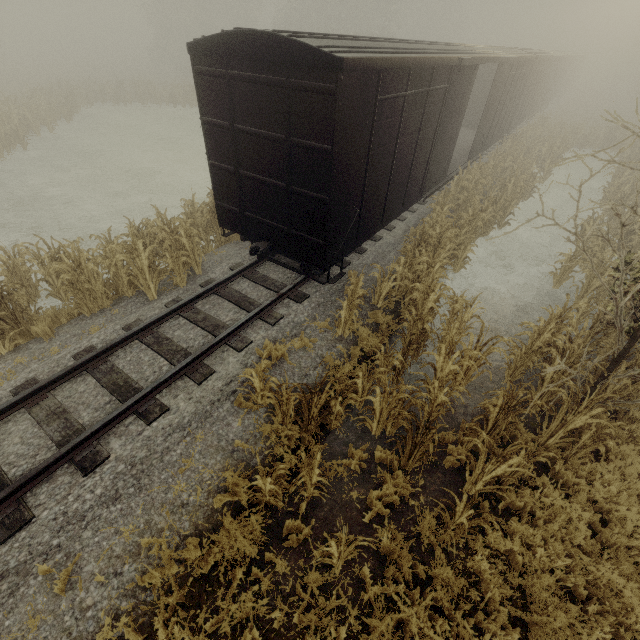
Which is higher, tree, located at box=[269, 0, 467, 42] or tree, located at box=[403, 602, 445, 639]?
tree, located at box=[269, 0, 467, 42]

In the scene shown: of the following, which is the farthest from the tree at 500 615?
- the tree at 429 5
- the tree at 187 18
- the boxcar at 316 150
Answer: the tree at 429 5

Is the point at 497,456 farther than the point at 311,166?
No

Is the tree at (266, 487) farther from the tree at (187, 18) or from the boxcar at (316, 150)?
the tree at (187, 18)

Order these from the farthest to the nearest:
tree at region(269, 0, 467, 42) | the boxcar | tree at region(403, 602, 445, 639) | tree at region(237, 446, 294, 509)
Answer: tree at region(269, 0, 467, 42) < the boxcar < tree at region(237, 446, 294, 509) < tree at region(403, 602, 445, 639)

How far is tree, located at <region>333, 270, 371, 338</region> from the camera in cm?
679

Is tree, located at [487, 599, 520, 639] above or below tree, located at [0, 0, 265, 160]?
below

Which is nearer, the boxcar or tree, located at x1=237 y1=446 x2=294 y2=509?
tree, located at x1=237 y1=446 x2=294 y2=509
